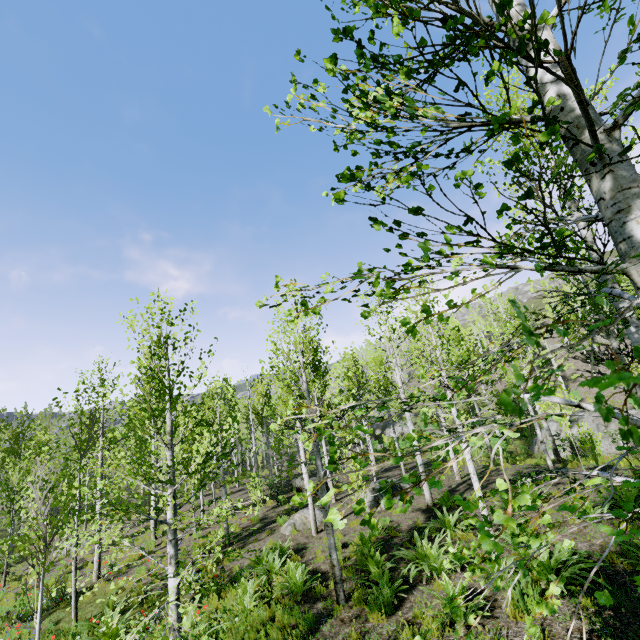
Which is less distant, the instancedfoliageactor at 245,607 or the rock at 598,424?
the instancedfoliageactor at 245,607

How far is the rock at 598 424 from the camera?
18.9 meters

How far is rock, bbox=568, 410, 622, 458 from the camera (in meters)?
18.91

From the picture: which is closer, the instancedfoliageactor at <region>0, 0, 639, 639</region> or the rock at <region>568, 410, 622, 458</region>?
the instancedfoliageactor at <region>0, 0, 639, 639</region>

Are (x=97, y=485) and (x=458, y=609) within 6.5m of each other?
yes
